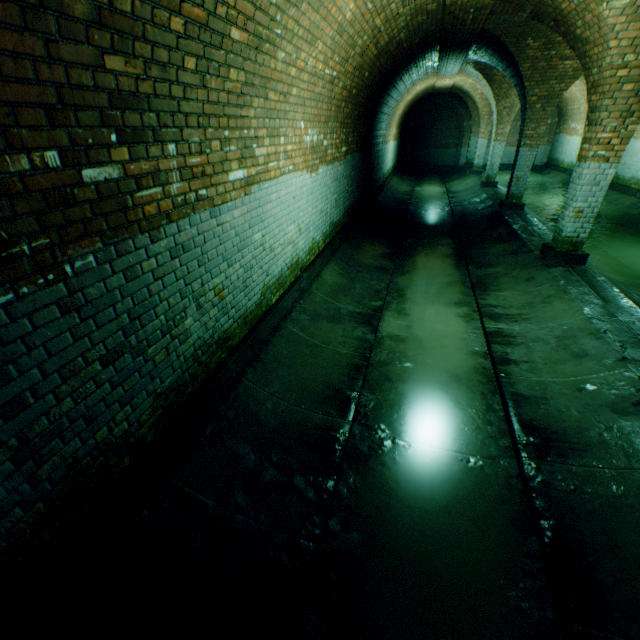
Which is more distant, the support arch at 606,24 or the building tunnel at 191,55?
the support arch at 606,24

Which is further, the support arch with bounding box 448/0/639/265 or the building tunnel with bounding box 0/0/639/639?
the support arch with bounding box 448/0/639/265

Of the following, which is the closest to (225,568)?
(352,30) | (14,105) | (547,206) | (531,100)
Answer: (14,105)
